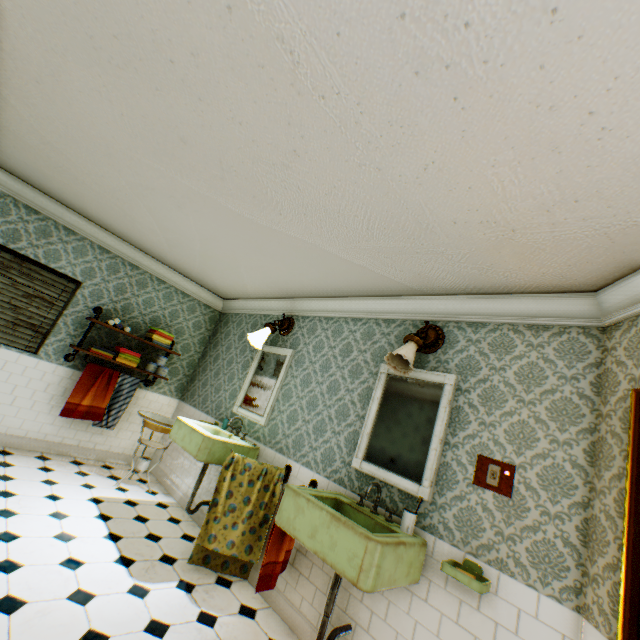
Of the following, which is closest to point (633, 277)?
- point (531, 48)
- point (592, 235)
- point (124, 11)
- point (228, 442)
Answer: point (592, 235)

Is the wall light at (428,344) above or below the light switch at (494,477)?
above

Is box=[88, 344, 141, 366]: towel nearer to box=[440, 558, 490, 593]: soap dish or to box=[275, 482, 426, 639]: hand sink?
box=[275, 482, 426, 639]: hand sink

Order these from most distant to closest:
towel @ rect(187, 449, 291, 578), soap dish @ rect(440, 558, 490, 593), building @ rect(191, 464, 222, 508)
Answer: building @ rect(191, 464, 222, 508), towel @ rect(187, 449, 291, 578), soap dish @ rect(440, 558, 490, 593)

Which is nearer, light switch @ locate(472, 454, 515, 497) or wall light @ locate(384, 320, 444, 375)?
light switch @ locate(472, 454, 515, 497)

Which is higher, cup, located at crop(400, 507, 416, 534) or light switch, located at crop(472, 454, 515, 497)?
light switch, located at crop(472, 454, 515, 497)

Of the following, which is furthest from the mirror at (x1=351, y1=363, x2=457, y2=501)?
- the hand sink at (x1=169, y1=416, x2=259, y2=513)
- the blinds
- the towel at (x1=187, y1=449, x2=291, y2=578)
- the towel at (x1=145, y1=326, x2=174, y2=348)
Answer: the blinds

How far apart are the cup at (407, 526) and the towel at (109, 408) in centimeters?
438cm
